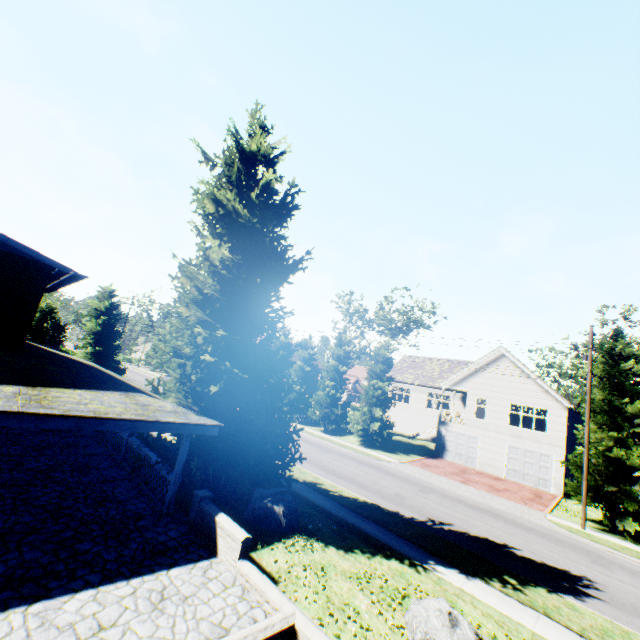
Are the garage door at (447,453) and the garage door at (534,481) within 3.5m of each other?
yes

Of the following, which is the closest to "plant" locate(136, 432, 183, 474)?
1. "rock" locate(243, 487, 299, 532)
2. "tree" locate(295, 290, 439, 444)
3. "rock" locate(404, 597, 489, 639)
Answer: "rock" locate(243, 487, 299, 532)

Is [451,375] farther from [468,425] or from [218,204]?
[218,204]

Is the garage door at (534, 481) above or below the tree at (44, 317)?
below

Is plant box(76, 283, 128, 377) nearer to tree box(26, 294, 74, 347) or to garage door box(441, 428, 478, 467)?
tree box(26, 294, 74, 347)

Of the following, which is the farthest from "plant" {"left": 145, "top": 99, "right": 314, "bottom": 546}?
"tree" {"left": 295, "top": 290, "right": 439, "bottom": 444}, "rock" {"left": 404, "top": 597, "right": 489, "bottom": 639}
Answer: "rock" {"left": 404, "top": 597, "right": 489, "bottom": 639}

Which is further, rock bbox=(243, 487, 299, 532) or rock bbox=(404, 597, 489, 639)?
rock bbox=(243, 487, 299, 532)

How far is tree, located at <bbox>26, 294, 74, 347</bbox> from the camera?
30.9m
